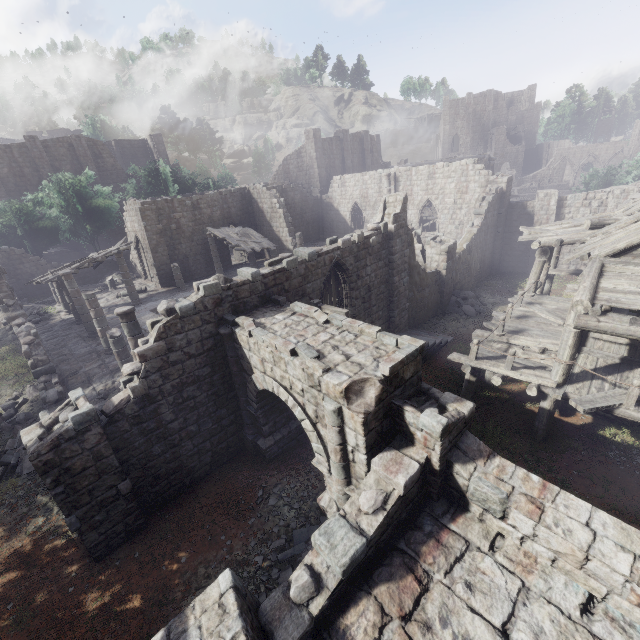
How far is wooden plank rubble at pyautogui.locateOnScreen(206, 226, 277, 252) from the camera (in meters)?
24.95

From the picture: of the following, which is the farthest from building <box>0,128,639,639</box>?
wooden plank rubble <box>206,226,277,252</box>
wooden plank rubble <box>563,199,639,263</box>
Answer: wooden plank rubble <box>206,226,277,252</box>

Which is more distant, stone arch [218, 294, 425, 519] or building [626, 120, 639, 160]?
building [626, 120, 639, 160]

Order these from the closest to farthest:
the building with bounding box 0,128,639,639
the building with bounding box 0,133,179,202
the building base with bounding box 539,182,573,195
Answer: the building with bounding box 0,128,639,639 → the building with bounding box 0,133,179,202 → the building base with bounding box 539,182,573,195

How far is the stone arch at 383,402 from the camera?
6.39m

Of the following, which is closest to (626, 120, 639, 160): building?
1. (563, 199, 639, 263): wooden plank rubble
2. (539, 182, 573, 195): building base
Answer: (563, 199, 639, 263): wooden plank rubble

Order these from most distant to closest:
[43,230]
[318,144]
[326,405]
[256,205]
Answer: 1. [318,144]
2. [43,230]
3. [256,205]
4. [326,405]

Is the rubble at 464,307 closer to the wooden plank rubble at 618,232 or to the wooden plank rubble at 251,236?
the wooden plank rubble at 618,232
